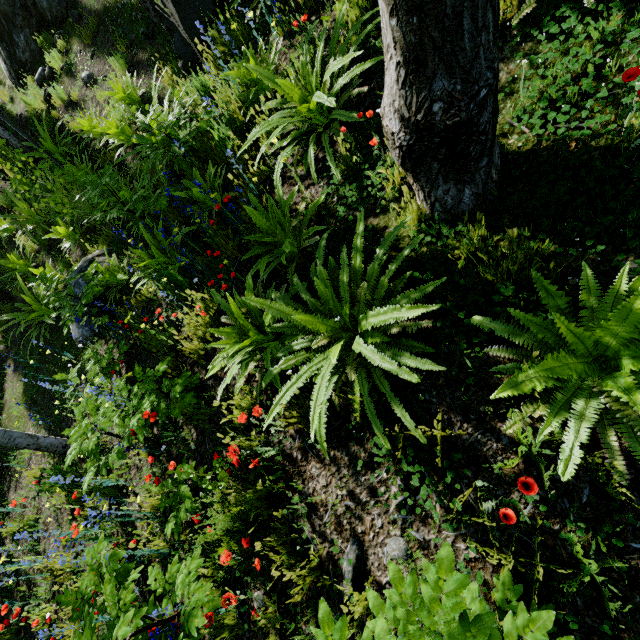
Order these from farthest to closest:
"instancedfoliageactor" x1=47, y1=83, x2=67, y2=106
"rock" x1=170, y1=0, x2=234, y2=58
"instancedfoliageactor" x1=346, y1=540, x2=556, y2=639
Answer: "instancedfoliageactor" x1=47, y1=83, x2=67, y2=106, "rock" x1=170, y1=0, x2=234, y2=58, "instancedfoliageactor" x1=346, y1=540, x2=556, y2=639

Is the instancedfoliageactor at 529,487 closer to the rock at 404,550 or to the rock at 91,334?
the rock at 404,550

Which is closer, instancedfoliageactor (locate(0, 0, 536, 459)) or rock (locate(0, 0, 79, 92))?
instancedfoliageactor (locate(0, 0, 536, 459))

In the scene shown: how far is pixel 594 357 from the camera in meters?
1.5 m

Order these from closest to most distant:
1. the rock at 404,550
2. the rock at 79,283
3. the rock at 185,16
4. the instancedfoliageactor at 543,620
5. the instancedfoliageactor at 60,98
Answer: the instancedfoliageactor at 543,620 → the rock at 404,550 → the rock at 185,16 → the rock at 79,283 → the instancedfoliageactor at 60,98

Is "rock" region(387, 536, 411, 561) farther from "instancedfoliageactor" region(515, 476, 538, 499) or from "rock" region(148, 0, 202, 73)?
"rock" region(148, 0, 202, 73)

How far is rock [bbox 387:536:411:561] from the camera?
1.9 meters
